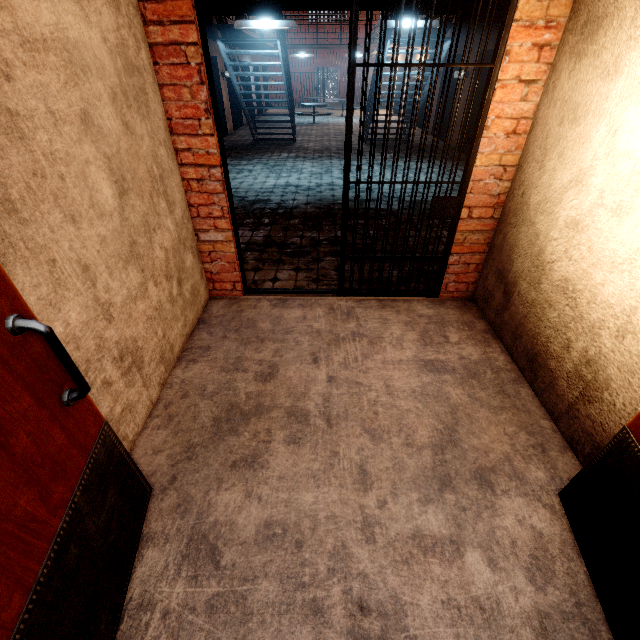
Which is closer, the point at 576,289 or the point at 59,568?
the point at 59,568

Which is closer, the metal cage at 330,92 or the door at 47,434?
the door at 47,434

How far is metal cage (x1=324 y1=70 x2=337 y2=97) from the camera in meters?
31.0

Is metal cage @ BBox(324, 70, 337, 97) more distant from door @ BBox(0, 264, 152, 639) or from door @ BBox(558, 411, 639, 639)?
door @ BBox(558, 411, 639, 639)

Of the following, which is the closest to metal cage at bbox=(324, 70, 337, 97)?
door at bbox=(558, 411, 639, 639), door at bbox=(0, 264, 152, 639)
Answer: door at bbox=(0, 264, 152, 639)

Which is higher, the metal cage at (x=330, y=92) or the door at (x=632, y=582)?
the metal cage at (x=330, y=92)
